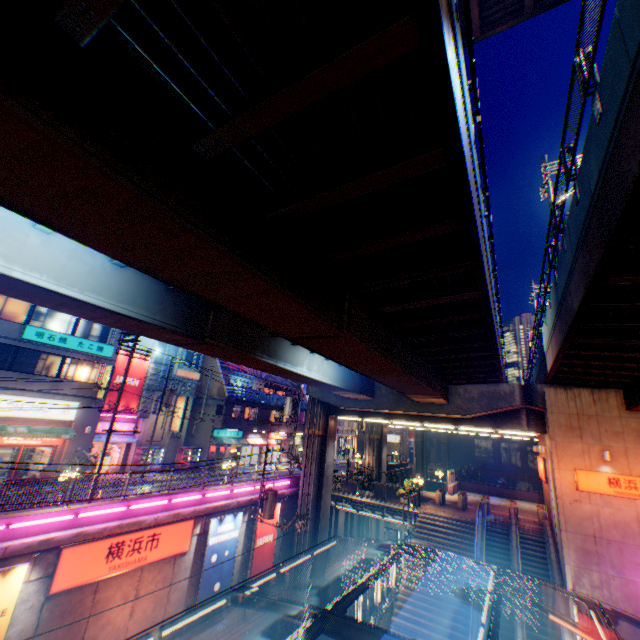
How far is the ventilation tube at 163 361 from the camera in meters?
28.9 m

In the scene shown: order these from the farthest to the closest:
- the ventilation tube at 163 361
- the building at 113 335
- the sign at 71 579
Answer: the ventilation tube at 163 361 → the building at 113 335 → the sign at 71 579

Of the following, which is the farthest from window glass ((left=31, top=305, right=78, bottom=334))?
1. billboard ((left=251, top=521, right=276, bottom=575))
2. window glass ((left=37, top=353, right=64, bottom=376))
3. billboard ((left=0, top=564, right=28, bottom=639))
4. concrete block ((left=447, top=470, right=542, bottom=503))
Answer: concrete block ((left=447, top=470, right=542, bottom=503))

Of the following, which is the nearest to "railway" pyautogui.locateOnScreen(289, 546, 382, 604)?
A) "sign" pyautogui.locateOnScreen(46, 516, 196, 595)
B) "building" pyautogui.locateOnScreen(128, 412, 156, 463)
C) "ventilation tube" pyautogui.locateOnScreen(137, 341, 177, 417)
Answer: "sign" pyautogui.locateOnScreen(46, 516, 196, 595)

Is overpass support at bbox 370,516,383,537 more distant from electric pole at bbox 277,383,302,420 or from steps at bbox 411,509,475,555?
steps at bbox 411,509,475,555

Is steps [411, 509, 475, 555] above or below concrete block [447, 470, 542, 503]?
below

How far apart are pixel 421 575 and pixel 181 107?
25.6m

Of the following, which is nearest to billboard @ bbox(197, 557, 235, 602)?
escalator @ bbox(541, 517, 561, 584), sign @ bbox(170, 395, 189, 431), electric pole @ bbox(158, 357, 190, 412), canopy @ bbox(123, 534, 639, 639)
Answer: canopy @ bbox(123, 534, 639, 639)
